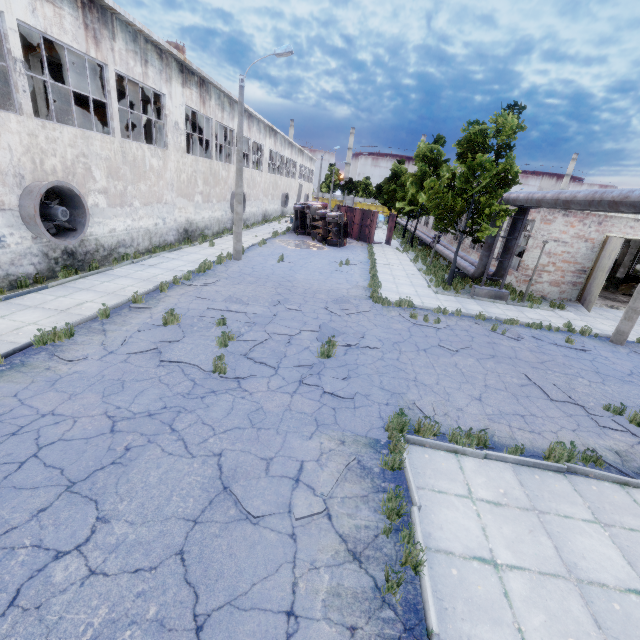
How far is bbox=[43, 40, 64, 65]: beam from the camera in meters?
13.4 m

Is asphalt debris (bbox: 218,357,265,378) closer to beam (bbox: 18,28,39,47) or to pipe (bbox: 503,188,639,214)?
pipe (bbox: 503,188,639,214)

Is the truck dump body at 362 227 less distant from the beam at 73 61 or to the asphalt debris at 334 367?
the beam at 73 61

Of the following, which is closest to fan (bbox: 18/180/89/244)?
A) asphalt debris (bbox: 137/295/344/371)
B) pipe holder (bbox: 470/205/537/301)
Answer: asphalt debris (bbox: 137/295/344/371)

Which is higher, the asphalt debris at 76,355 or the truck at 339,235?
the truck at 339,235

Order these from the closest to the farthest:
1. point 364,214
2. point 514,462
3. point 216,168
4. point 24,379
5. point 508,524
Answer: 1. point 508,524
2. point 514,462
3. point 24,379
4. point 216,168
5. point 364,214

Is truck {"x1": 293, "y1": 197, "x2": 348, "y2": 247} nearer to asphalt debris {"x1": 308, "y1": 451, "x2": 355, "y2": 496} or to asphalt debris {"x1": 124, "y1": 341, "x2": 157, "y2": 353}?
asphalt debris {"x1": 124, "y1": 341, "x2": 157, "y2": 353}
